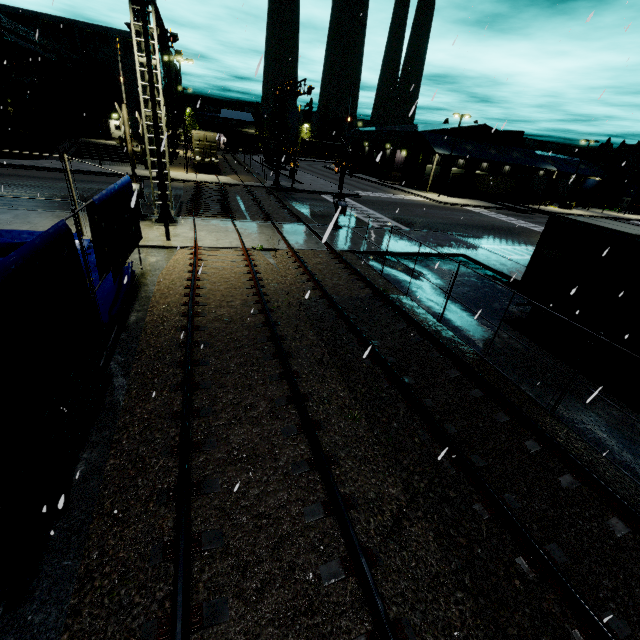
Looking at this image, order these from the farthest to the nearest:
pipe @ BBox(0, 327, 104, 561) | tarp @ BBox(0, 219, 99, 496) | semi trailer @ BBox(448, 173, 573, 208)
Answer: semi trailer @ BBox(448, 173, 573, 208), pipe @ BBox(0, 327, 104, 561), tarp @ BBox(0, 219, 99, 496)

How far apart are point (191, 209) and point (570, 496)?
21.9m

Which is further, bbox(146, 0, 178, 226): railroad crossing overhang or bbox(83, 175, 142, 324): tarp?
bbox(146, 0, 178, 226): railroad crossing overhang

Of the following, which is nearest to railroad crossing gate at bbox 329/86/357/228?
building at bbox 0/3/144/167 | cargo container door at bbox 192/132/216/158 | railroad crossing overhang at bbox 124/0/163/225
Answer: railroad crossing overhang at bbox 124/0/163/225

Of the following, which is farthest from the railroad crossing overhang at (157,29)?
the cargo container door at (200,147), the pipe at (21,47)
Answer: the pipe at (21,47)

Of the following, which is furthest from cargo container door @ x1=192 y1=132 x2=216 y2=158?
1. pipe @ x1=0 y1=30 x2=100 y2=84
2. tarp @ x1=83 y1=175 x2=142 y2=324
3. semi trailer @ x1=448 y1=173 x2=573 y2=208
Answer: tarp @ x1=83 y1=175 x2=142 y2=324

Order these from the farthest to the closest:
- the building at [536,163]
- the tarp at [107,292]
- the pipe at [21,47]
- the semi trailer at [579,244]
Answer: the building at [536,163]
the pipe at [21,47]
the semi trailer at [579,244]
the tarp at [107,292]

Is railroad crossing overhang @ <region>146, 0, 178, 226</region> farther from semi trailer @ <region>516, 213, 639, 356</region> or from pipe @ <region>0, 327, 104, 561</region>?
pipe @ <region>0, 327, 104, 561</region>
